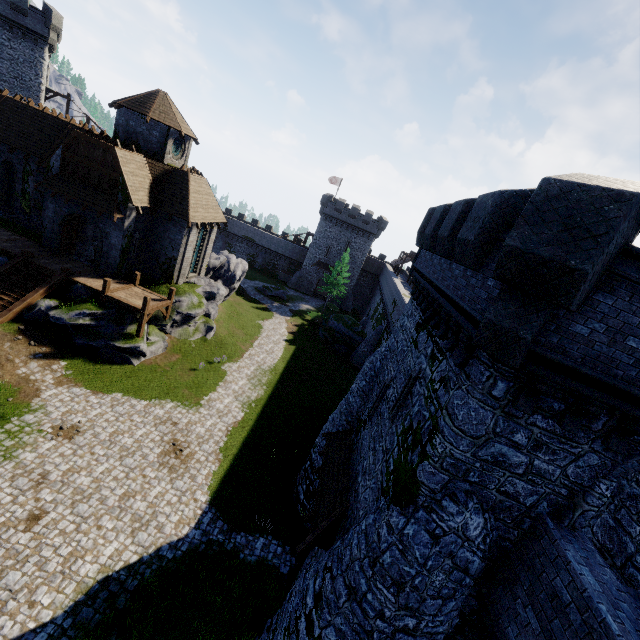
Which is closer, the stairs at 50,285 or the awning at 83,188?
the stairs at 50,285

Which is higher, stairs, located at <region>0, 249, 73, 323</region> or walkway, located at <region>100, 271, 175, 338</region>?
walkway, located at <region>100, 271, 175, 338</region>

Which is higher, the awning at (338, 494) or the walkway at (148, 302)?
the awning at (338, 494)

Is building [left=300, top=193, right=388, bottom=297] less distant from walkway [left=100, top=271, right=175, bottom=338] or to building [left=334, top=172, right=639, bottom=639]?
walkway [left=100, top=271, right=175, bottom=338]

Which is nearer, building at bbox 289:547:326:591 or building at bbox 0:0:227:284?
building at bbox 289:547:326:591

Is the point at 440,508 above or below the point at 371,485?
above

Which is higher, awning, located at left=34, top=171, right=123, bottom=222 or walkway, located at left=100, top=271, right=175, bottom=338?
awning, located at left=34, top=171, right=123, bottom=222

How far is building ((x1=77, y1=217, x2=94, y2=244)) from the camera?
26.6m
